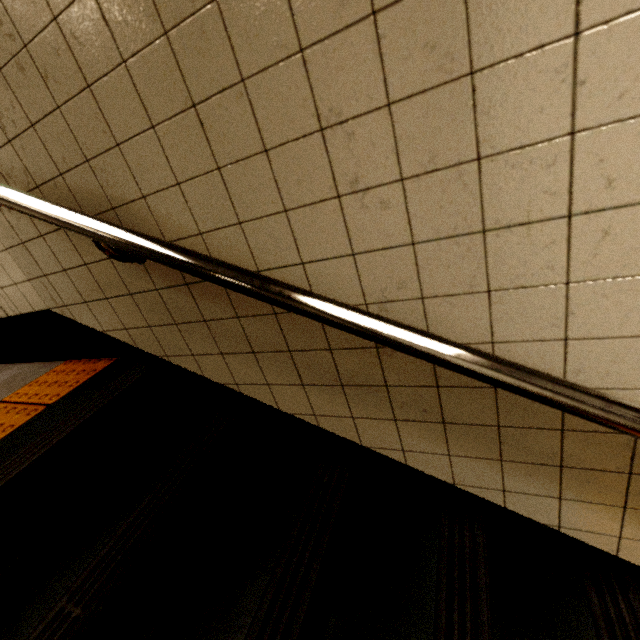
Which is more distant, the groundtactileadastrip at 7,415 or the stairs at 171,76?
the groundtactileadastrip at 7,415

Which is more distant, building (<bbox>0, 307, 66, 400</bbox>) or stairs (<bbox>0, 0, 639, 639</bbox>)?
building (<bbox>0, 307, 66, 400</bbox>)

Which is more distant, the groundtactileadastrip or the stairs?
the groundtactileadastrip

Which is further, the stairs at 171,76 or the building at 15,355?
the building at 15,355

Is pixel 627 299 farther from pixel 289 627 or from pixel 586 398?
pixel 289 627
